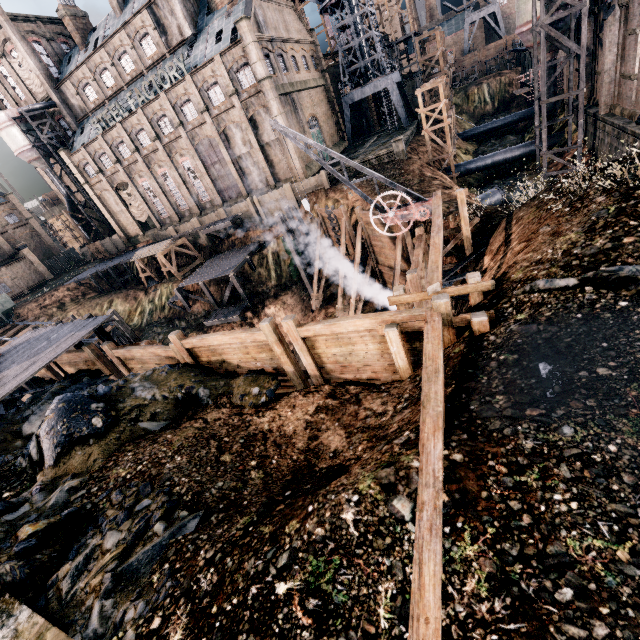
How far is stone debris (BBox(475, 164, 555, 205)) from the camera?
30.31m

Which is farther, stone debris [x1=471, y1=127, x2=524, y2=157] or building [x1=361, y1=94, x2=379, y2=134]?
building [x1=361, y1=94, x2=379, y2=134]

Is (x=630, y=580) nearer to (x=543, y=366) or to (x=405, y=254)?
(x=543, y=366)

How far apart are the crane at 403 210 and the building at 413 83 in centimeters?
5208cm

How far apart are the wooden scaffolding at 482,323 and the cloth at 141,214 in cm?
5518

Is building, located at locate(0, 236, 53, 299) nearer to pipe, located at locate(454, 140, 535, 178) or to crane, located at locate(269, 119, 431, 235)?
crane, located at locate(269, 119, 431, 235)

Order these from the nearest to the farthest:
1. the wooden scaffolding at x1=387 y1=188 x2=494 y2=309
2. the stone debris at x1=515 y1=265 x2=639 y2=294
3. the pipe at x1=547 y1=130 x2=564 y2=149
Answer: the stone debris at x1=515 y1=265 x2=639 y2=294 < the wooden scaffolding at x1=387 y1=188 x2=494 y2=309 < the pipe at x1=547 y1=130 x2=564 y2=149

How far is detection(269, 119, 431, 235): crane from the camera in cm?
1552
